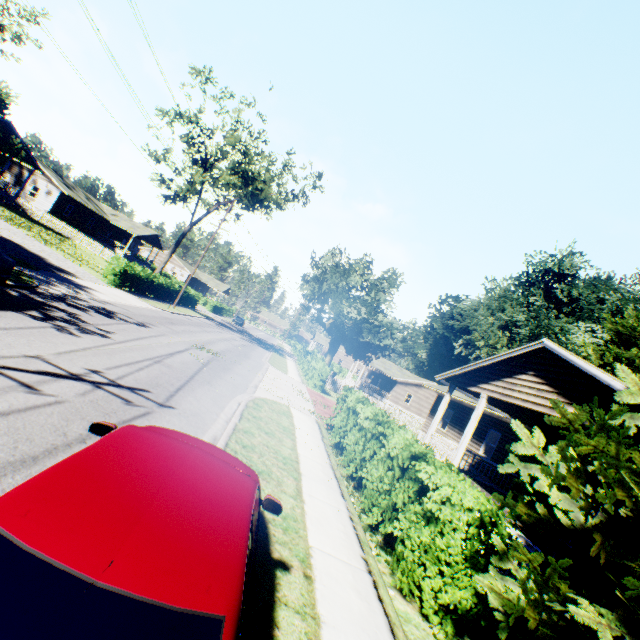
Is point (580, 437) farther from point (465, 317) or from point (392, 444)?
point (465, 317)

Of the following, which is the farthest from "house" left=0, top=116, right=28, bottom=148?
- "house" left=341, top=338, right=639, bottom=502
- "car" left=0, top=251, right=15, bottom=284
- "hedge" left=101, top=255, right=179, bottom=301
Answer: "house" left=341, top=338, right=639, bottom=502

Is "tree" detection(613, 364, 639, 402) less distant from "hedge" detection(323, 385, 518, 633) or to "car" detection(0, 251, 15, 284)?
"hedge" detection(323, 385, 518, 633)

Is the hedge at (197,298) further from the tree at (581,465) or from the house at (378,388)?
the tree at (581,465)

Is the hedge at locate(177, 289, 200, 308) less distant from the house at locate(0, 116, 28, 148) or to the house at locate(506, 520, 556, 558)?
the house at locate(506, 520, 556, 558)

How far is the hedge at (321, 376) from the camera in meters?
25.2 m

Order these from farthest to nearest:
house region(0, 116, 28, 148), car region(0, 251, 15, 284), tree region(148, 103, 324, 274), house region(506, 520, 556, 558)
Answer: tree region(148, 103, 324, 274)
house region(0, 116, 28, 148)
car region(0, 251, 15, 284)
house region(506, 520, 556, 558)

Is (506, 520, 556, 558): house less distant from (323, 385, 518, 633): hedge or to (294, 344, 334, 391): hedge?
(323, 385, 518, 633): hedge
